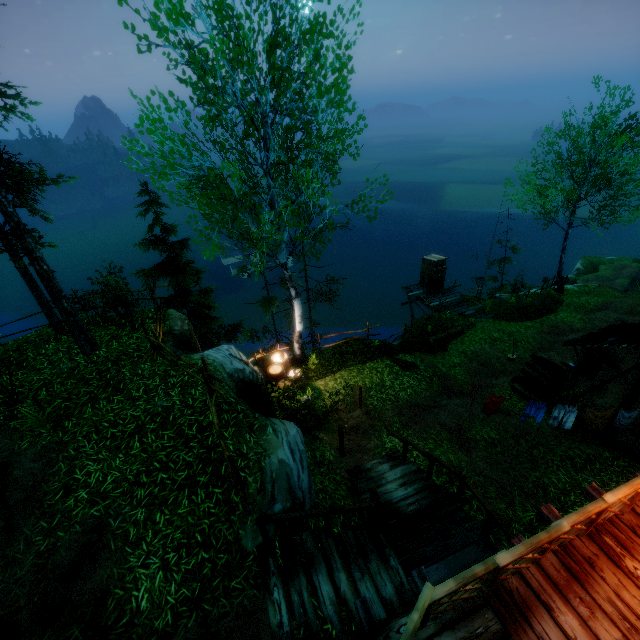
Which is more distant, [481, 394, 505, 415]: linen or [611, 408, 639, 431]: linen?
[481, 394, 505, 415]: linen

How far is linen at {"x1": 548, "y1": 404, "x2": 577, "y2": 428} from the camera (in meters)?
9.83

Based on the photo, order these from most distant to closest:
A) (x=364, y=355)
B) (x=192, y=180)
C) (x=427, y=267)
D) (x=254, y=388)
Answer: (x=427, y=267), (x=364, y=355), (x=192, y=180), (x=254, y=388)

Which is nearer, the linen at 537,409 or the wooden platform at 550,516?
the wooden platform at 550,516

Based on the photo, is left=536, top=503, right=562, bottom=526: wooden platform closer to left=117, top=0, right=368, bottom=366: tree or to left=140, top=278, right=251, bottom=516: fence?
left=140, top=278, right=251, bottom=516: fence

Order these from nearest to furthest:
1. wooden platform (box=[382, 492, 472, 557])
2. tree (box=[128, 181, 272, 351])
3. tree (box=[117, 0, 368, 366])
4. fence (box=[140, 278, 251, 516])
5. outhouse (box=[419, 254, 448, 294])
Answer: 1. fence (box=[140, 278, 251, 516])
2. wooden platform (box=[382, 492, 472, 557])
3. tree (box=[117, 0, 368, 366])
4. tree (box=[128, 181, 272, 351])
5. outhouse (box=[419, 254, 448, 294])

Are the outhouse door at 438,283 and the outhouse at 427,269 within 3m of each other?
yes

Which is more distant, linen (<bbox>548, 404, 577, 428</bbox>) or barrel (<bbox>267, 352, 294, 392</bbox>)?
barrel (<bbox>267, 352, 294, 392</bbox>)
